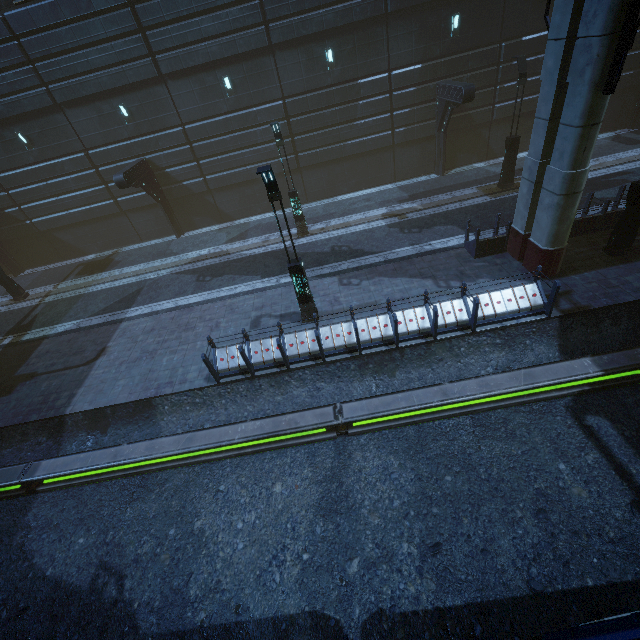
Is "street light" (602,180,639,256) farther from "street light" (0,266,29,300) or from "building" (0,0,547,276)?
"street light" (0,266,29,300)

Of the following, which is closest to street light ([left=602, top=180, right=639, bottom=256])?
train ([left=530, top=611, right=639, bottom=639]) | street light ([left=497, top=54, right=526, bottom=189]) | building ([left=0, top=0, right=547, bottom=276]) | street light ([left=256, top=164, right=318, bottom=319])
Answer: building ([left=0, top=0, right=547, bottom=276])

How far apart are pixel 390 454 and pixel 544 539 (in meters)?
3.60

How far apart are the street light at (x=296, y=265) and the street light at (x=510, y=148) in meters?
12.7

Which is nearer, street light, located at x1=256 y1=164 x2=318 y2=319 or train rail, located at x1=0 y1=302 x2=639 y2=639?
train rail, located at x1=0 y1=302 x2=639 y2=639

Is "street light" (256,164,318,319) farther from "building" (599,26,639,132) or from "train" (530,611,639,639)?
"train" (530,611,639,639)

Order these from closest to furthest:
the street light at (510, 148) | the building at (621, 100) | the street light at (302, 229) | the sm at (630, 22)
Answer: the sm at (630, 22), the street light at (510, 148), the street light at (302, 229), the building at (621, 100)

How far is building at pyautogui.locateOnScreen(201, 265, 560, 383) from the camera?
10.0 meters
